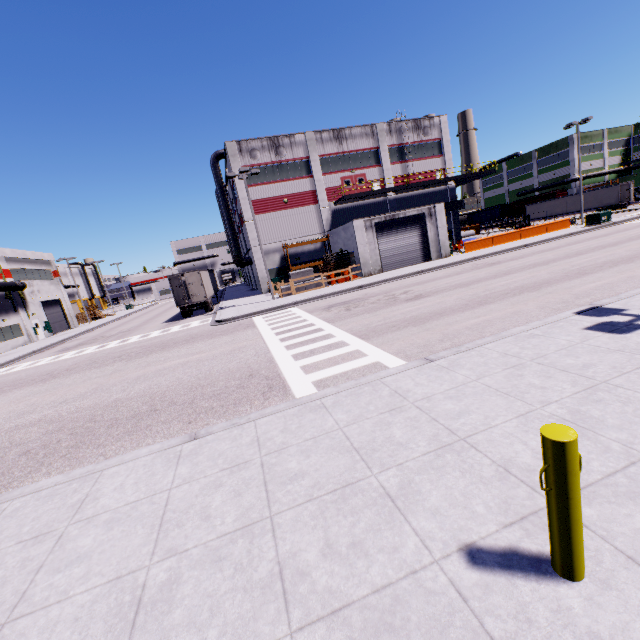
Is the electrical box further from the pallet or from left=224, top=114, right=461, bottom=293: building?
the pallet

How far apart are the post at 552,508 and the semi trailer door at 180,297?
28.4m

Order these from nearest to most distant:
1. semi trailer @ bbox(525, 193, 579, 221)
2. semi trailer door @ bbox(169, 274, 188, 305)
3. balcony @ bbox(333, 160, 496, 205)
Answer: semi trailer door @ bbox(169, 274, 188, 305) → balcony @ bbox(333, 160, 496, 205) → semi trailer @ bbox(525, 193, 579, 221)

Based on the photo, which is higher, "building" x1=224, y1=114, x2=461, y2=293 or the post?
"building" x1=224, y1=114, x2=461, y2=293

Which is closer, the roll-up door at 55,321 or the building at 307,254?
the building at 307,254

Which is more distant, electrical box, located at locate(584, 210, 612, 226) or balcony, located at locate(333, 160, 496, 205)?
balcony, located at locate(333, 160, 496, 205)

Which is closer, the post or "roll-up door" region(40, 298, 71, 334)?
the post

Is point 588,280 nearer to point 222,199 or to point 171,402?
point 171,402
